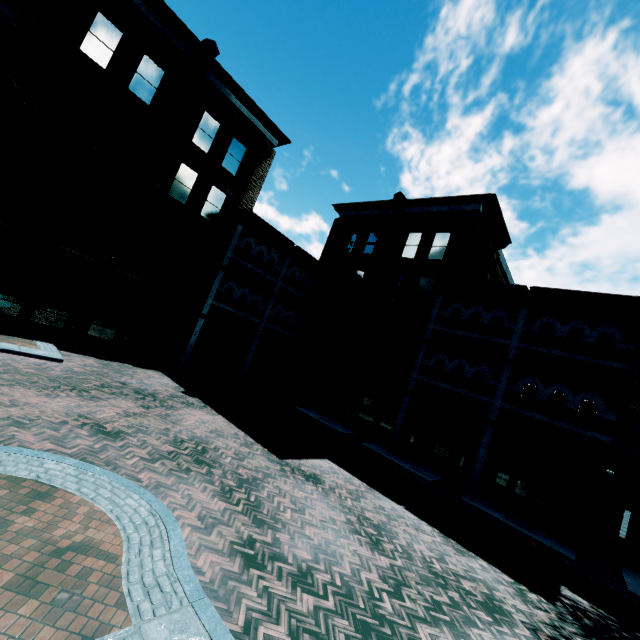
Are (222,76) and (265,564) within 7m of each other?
no
